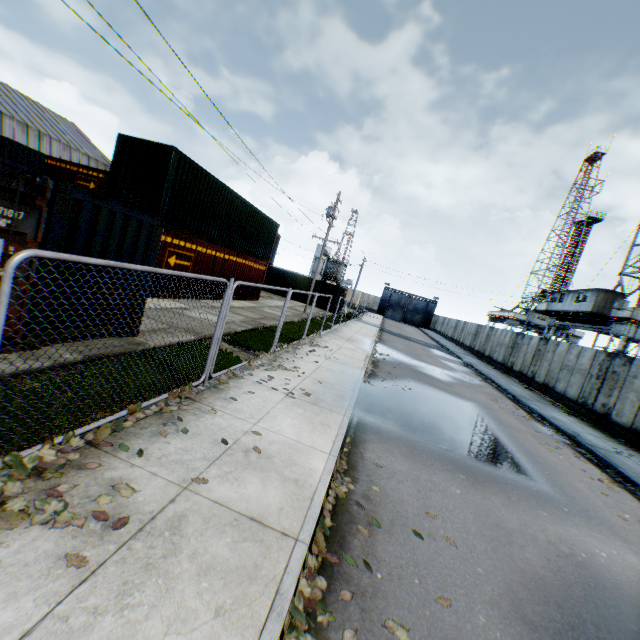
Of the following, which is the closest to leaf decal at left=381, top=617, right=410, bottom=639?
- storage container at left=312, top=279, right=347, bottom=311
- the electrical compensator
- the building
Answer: storage container at left=312, top=279, right=347, bottom=311

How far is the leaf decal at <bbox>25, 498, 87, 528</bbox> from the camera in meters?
2.6 m

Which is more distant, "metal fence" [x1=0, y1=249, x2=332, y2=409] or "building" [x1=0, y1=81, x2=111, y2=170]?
"building" [x1=0, y1=81, x2=111, y2=170]

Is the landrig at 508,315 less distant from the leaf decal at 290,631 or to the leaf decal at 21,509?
the leaf decal at 290,631

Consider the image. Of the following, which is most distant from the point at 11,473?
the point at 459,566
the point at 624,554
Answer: the point at 624,554

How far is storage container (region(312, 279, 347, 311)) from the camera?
35.12m

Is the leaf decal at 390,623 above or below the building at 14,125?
below

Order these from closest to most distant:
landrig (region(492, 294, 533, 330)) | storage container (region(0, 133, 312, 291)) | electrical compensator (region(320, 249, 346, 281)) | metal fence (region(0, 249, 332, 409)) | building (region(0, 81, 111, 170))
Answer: metal fence (region(0, 249, 332, 409)) → storage container (region(0, 133, 312, 291)) → building (region(0, 81, 111, 170)) → electrical compensator (region(320, 249, 346, 281)) → landrig (region(492, 294, 533, 330))
